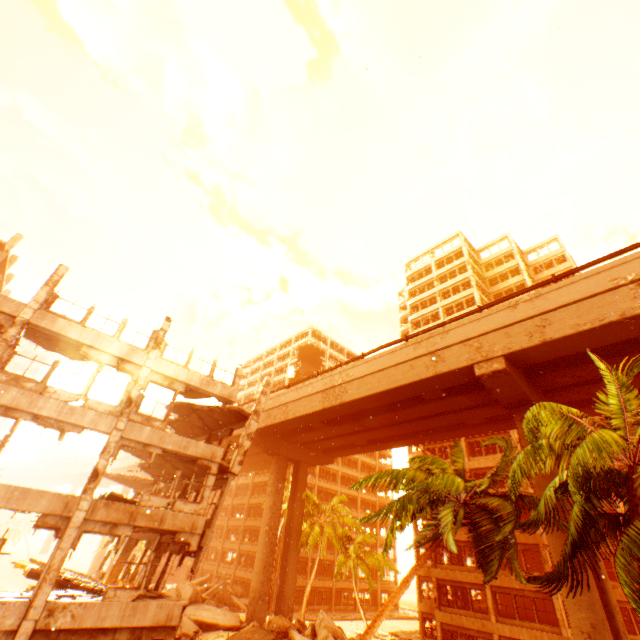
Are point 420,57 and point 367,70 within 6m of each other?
yes

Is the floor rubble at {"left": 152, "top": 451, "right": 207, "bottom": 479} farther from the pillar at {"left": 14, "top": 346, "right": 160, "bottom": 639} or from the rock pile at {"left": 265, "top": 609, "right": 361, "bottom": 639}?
the rock pile at {"left": 265, "top": 609, "right": 361, "bottom": 639}

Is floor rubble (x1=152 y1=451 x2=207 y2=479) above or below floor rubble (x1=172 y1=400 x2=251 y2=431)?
below

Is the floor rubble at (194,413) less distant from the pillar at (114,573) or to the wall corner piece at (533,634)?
the pillar at (114,573)

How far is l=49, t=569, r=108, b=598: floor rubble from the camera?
12.1m

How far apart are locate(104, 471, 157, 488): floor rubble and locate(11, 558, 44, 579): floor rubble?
5.7 meters

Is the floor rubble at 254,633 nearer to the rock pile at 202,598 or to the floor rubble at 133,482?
the floor rubble at 133,482

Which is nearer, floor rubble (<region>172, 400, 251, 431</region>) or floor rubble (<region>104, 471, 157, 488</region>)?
floor rubble (<region>172, 400, 251, 431</region>)
